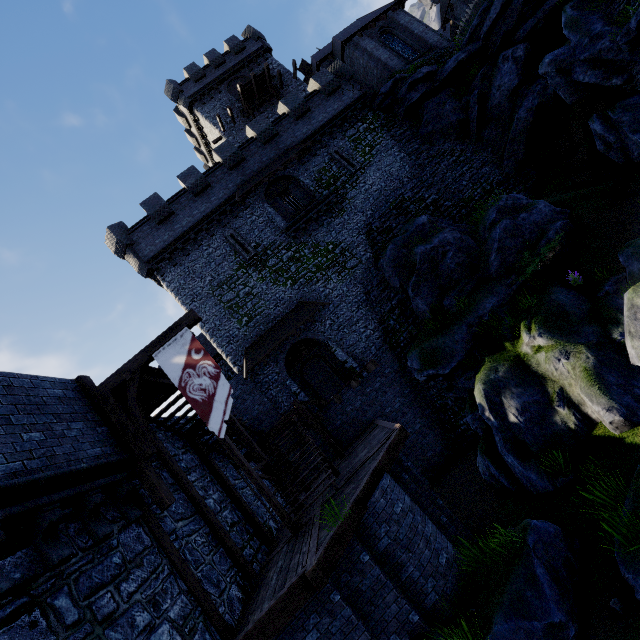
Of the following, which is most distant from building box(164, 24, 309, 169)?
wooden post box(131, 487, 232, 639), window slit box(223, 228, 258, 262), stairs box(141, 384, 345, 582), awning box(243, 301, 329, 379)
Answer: wooden post box(131, 487, 232, 639)

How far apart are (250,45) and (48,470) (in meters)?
40.53

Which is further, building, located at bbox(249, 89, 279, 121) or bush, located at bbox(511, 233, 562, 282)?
building, located at bbox(249, 89, 279, 121)

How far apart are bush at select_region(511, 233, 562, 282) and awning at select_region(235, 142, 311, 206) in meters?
14.2

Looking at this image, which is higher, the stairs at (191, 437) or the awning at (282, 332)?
the awning at (282, 332)

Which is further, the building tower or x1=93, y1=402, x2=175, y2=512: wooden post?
the building tower

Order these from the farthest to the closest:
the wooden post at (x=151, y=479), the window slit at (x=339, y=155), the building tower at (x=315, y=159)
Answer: the window slit at (x=339, y=155), the building tower at (x=315, y=159), the wooden post at (x=151, y=479)

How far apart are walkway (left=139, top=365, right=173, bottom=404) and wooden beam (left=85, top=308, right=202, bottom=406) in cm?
1
